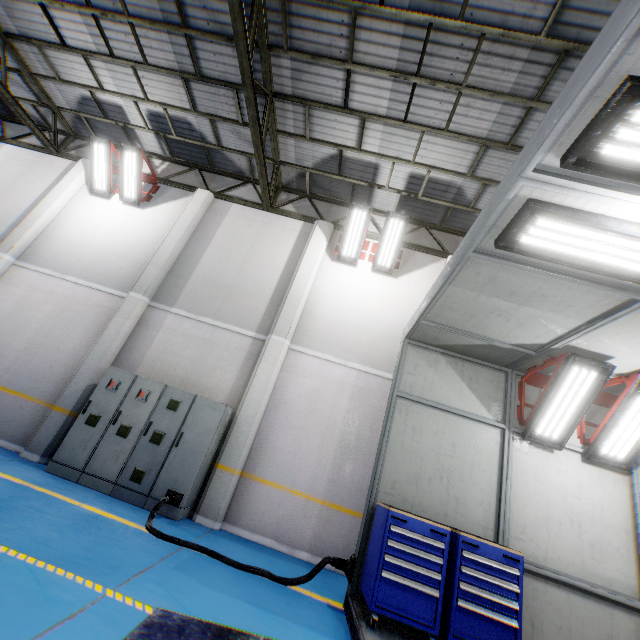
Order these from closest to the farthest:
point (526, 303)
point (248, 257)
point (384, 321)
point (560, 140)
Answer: point (560, 140) → point (526, 303) → point (384, 321) → point (248, 257)

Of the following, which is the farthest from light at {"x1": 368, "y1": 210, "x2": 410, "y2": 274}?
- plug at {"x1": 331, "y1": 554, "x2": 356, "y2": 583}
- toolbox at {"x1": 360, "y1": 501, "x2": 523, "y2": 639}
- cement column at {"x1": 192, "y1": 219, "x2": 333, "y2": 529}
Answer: plug at {"x1": 331, "y1": 554, "x2": 356, "y2": 583}

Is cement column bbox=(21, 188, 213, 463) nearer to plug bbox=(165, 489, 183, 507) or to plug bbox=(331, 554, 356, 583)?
plug bbox=(165, 489, 183, 507)

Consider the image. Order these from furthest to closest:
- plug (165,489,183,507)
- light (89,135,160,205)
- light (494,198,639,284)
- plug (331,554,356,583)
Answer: light (89,135,160,205) → plug (165,489,183,507) → plug (331,554,356,583) → light (494,198,639,284)

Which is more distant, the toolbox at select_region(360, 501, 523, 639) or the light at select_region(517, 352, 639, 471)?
the light at select_region(517, 352, 639, 471)

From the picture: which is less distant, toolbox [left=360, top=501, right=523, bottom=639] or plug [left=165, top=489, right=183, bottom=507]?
toolbox [left=360, top=501, right=523, bottom=639]

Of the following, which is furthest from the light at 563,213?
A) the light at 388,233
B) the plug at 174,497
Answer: the plug at 174,497

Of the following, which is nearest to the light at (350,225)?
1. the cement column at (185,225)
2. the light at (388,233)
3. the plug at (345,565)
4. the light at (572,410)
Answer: the light at (388,233)
